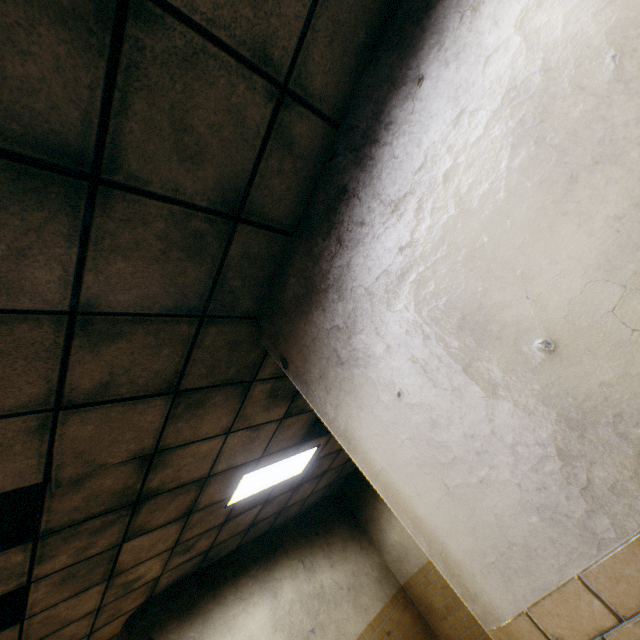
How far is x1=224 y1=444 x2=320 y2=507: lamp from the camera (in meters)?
3.96

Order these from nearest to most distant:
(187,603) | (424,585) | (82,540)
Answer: (82,540) → (187,603) → (424,585)

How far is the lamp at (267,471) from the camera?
3.96m
